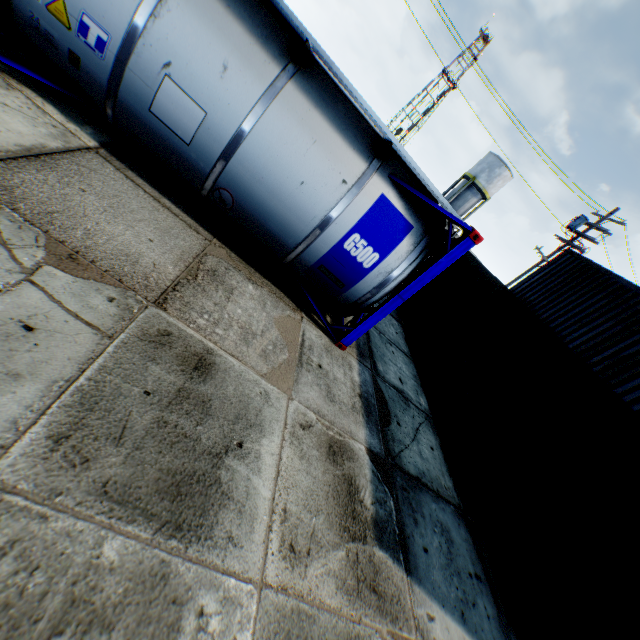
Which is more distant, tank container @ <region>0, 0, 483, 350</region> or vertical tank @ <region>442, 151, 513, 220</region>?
vertical tank @ <region>442, 151, 513, 220</region>

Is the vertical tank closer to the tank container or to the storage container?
the storage container

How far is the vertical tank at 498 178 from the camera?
35.34m

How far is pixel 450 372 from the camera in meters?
8.2 m

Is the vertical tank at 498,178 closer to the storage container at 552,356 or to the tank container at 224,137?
the storage container at 552,356

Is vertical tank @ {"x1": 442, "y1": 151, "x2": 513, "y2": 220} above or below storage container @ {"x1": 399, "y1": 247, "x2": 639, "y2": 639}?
above

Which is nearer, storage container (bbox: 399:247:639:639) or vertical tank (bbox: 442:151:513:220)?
storage container (bbox: 399:247:639:639)

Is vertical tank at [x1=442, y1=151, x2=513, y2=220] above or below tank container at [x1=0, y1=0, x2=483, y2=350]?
above
